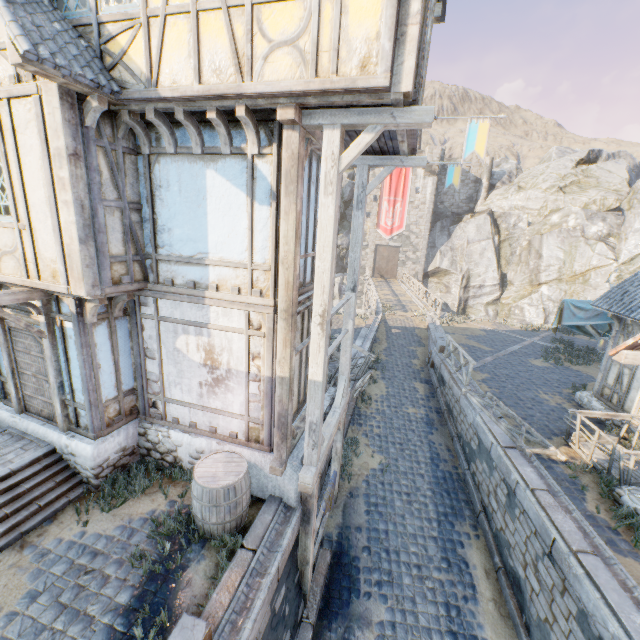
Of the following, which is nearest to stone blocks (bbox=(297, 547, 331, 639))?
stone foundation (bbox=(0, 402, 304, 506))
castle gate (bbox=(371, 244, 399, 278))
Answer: stone foundation (bbox=(0, 402, 304, 506))

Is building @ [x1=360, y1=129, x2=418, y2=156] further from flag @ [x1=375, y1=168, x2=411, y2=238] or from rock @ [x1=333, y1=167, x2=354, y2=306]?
rock @ [x1=333, y1=167, x2=354, y2=306]

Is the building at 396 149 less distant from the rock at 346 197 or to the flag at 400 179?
the flag at 400 179

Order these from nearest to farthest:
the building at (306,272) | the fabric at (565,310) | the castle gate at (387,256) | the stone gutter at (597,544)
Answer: the stone gutter at (597,544) < the building at (306,272) < the fabric at (565,310) < the castle gate at (387,256)

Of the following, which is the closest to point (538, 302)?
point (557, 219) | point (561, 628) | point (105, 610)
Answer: point (557, 219)

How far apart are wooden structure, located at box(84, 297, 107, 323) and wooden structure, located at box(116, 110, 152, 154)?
2.58m

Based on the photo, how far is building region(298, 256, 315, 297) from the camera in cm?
661

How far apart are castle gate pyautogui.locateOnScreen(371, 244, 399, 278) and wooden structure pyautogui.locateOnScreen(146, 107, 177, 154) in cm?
3479
